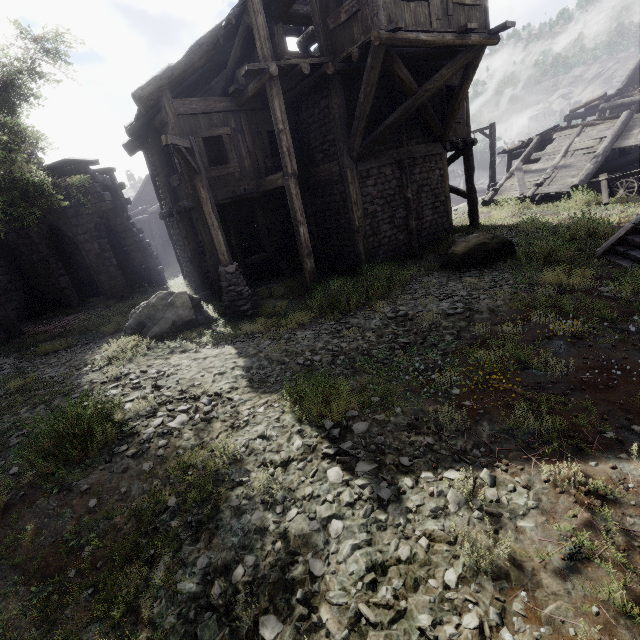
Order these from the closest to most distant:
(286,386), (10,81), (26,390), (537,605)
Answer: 1. (537,605)
2. (286,386)
3. (26,390)
4. (10,81)

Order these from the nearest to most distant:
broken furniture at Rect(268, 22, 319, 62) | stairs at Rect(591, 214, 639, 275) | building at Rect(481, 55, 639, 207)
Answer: stairs at Rect(591, 214, 639, 275)
broken furniture at Rect(268, 22, 319, 62)
building at Rect(481, 55, 639, 207)

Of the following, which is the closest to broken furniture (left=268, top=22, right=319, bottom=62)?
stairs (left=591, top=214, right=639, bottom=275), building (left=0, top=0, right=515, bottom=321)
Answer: building (left=0, top=0, right=515, bottom=321)

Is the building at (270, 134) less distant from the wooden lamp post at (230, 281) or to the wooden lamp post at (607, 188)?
the wooden lamp post at (230, 281)

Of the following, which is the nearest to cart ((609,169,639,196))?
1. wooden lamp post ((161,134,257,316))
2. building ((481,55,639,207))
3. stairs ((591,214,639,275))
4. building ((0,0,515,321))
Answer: building ((481,55,639,207))

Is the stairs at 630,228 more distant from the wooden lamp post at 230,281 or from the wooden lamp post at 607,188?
the wooden lamp post at 230,281

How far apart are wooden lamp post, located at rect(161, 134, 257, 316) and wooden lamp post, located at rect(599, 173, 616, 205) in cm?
1495

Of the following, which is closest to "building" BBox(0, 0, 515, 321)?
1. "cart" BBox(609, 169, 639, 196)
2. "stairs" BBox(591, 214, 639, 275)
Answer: "stairs" BBox(591, 214, 639, 275)
